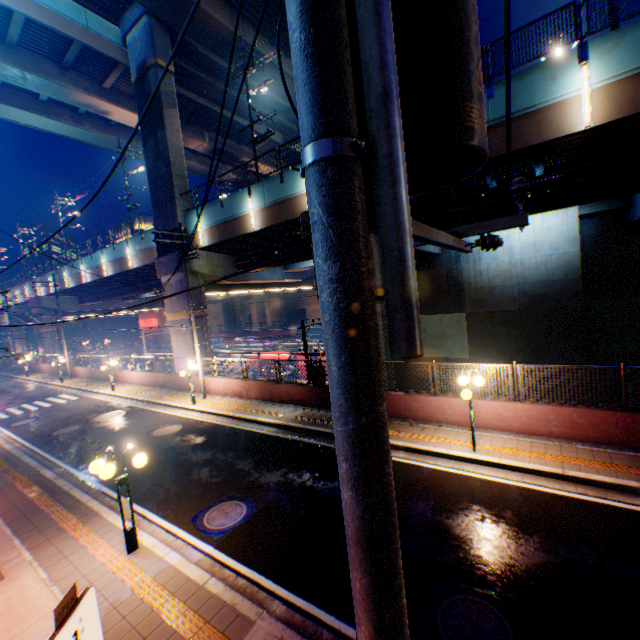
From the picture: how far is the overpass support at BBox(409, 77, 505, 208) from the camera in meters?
11.3

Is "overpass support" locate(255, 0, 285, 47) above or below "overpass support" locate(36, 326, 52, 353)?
above

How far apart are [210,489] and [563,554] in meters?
8.5 m

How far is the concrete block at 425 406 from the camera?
11.0 meters

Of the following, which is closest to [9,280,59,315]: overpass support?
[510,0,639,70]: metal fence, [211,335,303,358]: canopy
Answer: [510,0,639,70]: metal fence

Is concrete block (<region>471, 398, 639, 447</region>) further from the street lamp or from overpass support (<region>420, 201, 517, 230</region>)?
the street lamp

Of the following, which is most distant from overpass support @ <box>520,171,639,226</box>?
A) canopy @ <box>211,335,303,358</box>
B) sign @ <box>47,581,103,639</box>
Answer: sign @ <box>47,581,103,639</box>

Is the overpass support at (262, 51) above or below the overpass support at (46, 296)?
above
